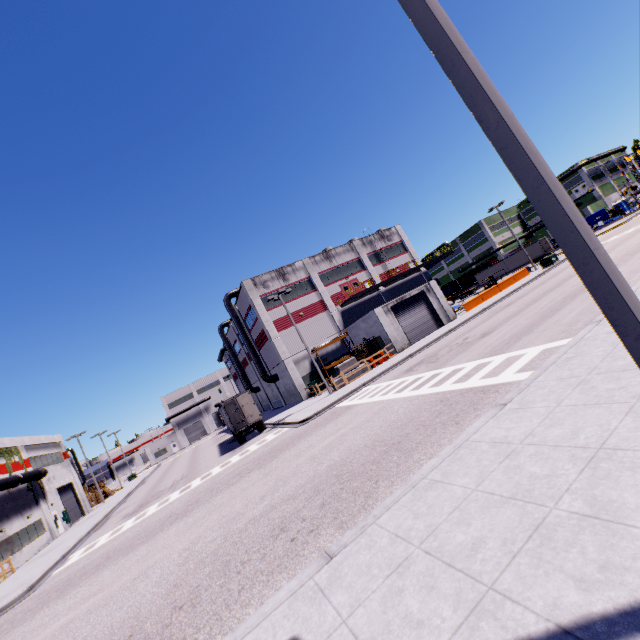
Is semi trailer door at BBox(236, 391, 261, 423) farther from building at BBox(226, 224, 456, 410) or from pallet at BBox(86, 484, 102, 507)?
pallet at BBox(86, 484, 102, 507)

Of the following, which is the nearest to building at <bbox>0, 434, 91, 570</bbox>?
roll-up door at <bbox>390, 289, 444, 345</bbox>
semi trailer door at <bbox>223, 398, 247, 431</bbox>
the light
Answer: roll-up door at <bbox>390, 289, 444, 345</bbox>

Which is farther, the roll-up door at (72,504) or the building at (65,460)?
the roll-up door at (72,504)

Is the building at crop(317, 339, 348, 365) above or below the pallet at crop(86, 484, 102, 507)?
above

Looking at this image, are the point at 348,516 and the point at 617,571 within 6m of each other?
yes

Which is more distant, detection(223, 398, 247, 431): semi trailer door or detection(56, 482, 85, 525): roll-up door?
detection(56, 482, 85, 525): roll-up door

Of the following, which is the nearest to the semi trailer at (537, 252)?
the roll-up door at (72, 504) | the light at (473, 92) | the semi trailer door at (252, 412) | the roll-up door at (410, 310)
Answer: the semi trailer door at (252, 412)

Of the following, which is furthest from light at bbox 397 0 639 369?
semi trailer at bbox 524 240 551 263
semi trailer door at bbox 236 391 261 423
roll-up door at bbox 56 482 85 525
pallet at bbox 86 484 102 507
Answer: pallet at bbox 86 484 102 507
